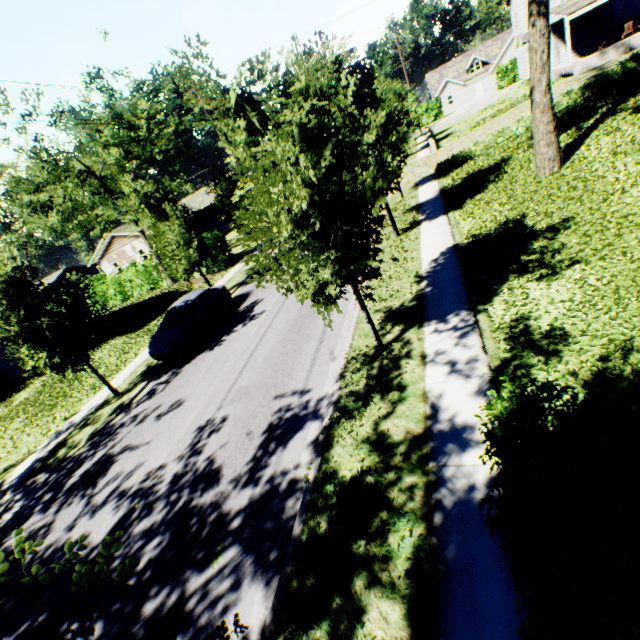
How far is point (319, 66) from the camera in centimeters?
482cm

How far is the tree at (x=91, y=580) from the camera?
2.0m

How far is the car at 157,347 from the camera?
13.4 meters

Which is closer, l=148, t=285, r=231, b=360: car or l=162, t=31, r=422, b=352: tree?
l=162, t=31, r=422, b=352: tree

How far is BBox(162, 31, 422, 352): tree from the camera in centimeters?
479cm

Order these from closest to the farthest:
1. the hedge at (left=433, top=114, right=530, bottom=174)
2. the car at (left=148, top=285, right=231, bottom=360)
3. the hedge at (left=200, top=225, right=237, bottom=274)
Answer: the car at (left=148, top=285, right=231, bottom=360), the hedge at (left=433, top=114, right=530, bottom=174), the hedge at (left=200, top=225, right=237, bottom=274)

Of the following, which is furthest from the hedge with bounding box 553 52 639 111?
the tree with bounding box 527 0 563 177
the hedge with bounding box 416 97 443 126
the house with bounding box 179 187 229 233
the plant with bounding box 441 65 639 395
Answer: the hedge with bounding box 416 97 443 126

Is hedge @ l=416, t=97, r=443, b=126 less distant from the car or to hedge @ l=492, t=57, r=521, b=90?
hedge @ l=492, t=57, r=521, b=90
